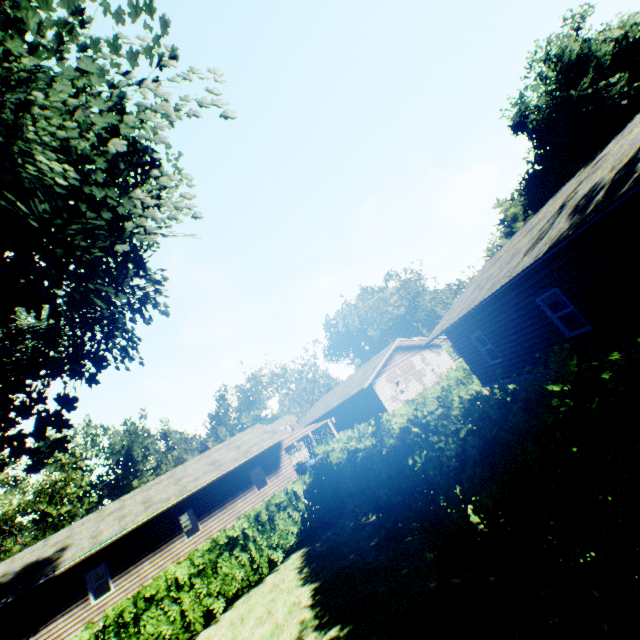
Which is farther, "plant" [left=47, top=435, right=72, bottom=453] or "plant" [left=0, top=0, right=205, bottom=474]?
"plant" [left=47, top=435, right=72, bottom=453]

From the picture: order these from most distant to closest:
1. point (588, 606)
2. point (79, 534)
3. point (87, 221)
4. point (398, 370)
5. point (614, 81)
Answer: point (614, 81) → point (398, 370) → point (79, 534) → point (87, 221) → point (588, 606)

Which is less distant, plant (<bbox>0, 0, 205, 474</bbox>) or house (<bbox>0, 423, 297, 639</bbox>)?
plant (<bbox>0, 0, 205, 474</bbox>)

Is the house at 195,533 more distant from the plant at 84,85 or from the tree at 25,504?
the tree at 25,504

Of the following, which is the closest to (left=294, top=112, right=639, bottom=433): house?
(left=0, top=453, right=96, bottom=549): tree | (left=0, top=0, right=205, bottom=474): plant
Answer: (left=0, top=0, right=205, bottom=474): plant

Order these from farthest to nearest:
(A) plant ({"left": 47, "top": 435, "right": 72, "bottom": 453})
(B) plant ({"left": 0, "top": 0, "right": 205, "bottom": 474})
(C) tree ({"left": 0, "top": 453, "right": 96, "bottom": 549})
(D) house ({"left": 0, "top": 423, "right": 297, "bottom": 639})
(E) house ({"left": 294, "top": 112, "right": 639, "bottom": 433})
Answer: (C) tree ({"left": 0, "top": 453, "right": 96, "bottom": 549}) → (D) house ({"left": 0, "top": 423, "right": 297, "bottom": 639}) → (A) plant ({"left": 47, "top": 435, "right": 72, "bottom": 453}) → (E) house ({"left": 294, "top": 112, "right": 639, "bottom": 433}) → (B) plant ({"left": 0, "top": 0, "right": 205, "bottom": 474})

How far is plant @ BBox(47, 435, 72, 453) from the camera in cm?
1198

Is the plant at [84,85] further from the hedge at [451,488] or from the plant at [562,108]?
the hedge at [451,488]
